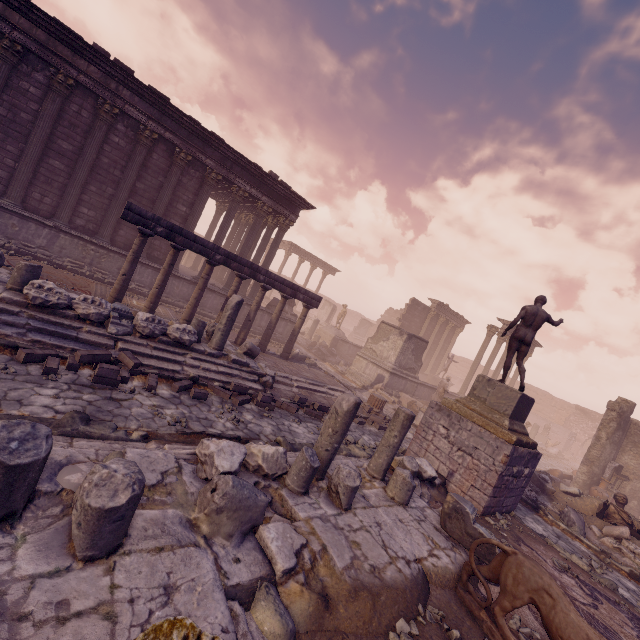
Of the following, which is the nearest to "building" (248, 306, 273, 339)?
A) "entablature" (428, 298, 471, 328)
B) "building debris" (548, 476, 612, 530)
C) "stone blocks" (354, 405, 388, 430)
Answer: "stone blocks" (354, 405, 388, 430)

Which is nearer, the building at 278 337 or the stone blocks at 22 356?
the stone blocks at 22 356

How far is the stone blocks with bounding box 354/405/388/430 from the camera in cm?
1111

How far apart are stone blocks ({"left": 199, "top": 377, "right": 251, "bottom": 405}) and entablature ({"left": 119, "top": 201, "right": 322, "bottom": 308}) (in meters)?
4.37

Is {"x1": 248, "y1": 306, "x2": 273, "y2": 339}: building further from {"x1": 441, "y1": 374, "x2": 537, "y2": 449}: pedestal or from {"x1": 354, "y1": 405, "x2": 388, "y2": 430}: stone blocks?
{"x1": 441, "y1": 374, "x2": 537, "y2": 449}: pedestal

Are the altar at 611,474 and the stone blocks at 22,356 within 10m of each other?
no

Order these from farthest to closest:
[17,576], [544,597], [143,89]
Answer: [143,89] → [544,597] → [17,576]

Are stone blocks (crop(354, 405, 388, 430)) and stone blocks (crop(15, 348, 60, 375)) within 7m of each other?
no
